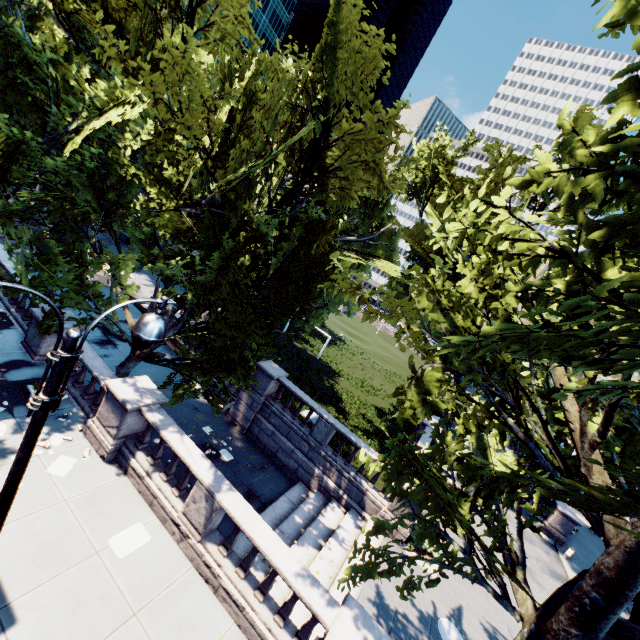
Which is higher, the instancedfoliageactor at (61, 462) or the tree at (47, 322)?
the tree at (47, 322)

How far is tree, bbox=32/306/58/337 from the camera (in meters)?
11.66

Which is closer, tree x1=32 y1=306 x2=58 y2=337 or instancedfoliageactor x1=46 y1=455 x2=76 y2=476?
instancedfoliageactor x1=46 y1=455 x2=76 y2=476

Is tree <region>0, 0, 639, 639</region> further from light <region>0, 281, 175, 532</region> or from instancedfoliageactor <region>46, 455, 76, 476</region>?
light <region>0, 281, 175, 532</region>

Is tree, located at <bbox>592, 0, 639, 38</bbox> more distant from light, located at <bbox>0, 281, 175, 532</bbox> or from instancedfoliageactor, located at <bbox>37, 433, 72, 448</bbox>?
light, located at <bbox>0, 281, 175, 532</bbox>

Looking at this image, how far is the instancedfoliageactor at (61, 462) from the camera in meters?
9.2

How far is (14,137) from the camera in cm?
919
